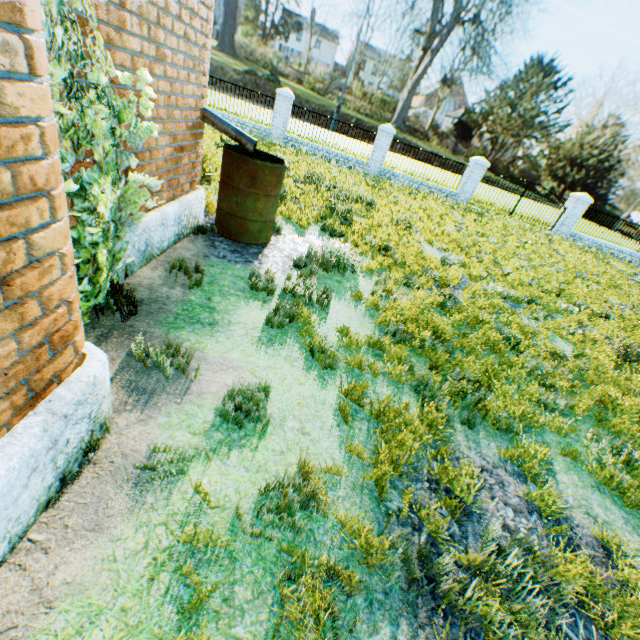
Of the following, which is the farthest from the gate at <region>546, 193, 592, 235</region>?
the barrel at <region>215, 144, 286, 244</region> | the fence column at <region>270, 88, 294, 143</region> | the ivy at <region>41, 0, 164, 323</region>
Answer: the ivy at <region>41, 0, 164, 323</region>

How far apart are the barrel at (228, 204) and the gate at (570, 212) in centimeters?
1895cm

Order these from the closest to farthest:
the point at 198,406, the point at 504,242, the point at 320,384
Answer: the point at 198,406 < the point at 320,384 < the point at 504,242

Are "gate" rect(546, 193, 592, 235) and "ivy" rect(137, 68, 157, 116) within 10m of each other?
no

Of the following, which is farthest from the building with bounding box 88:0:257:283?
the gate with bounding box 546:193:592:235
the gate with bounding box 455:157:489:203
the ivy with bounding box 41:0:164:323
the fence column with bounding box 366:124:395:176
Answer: Answer: the gate with bounding box 546:193:592:235

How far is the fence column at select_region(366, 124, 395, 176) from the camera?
16.2m

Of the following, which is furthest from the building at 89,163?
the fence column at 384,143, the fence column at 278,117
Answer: the fence column at 384,143
